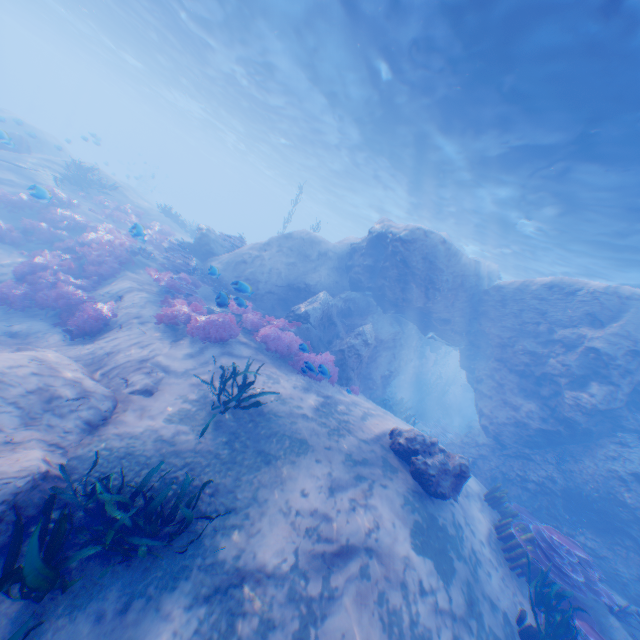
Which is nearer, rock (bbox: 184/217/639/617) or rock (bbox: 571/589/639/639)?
rock (bbox: 571/589/639/639)

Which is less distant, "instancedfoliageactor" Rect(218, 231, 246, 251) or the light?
the light

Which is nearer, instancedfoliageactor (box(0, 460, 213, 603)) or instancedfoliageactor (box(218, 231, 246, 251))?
instancedfoliageactor (box(0, 460, 213, 603))

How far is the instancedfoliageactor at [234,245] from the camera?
16.4m

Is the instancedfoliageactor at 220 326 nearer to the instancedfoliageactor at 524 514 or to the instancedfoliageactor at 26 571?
the instancedfoliageactor at 524 514

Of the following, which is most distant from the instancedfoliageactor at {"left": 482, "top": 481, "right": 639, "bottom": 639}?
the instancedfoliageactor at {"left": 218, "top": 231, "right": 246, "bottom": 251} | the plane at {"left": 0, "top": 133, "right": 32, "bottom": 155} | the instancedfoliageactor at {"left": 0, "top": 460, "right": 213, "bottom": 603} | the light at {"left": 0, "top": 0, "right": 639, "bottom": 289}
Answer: the instancedfoliageactor at {"left": 218, "top": 231, "right": 246, "bottom": 251}

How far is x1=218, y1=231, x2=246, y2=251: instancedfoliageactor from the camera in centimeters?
1642cm

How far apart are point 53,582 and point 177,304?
7.78m
